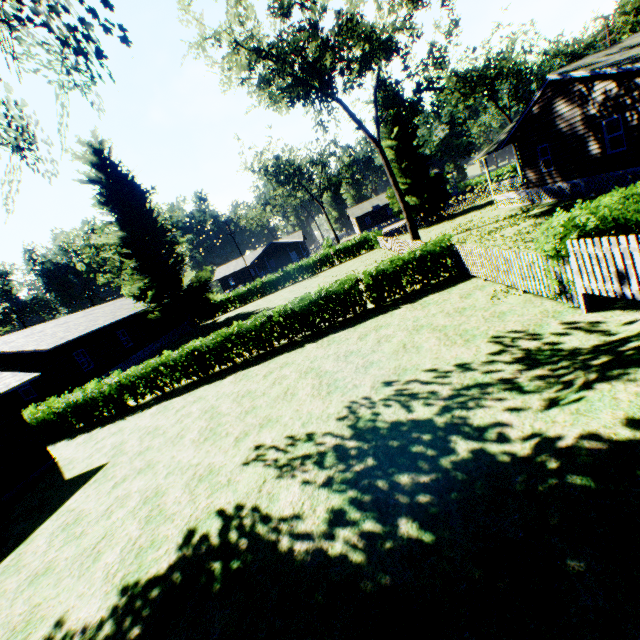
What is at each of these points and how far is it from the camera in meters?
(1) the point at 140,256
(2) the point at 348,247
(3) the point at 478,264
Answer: (1) plant, 30.2 m
(2) hedge, 38.6 m
(3) fence, 12.1 m

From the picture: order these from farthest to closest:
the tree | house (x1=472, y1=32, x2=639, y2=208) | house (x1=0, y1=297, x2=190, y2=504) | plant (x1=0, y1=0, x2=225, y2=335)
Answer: the tree, house (x1=472, y1=32, x2=639, y2=208), house (x1=0, y1=297, x2=190, y2=504), plant (x1=0, y1=0, x2=225, y2=335)

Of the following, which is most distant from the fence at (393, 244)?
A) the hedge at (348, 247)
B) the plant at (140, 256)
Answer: the hedge at (348, 247)

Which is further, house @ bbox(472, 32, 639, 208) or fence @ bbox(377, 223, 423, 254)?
fence @ bbox(377, 223, 423, 254)

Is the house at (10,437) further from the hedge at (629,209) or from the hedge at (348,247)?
the hedge at (629,209)

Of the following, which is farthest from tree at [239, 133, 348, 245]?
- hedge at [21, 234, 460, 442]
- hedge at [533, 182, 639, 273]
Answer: hedge at [533, 182, 639, 273]

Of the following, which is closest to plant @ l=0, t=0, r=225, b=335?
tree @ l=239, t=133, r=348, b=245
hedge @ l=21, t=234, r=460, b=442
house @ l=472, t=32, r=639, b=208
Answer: house @ l=472, t=32, r=639, b=208

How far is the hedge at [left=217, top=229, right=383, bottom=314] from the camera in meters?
38.5
